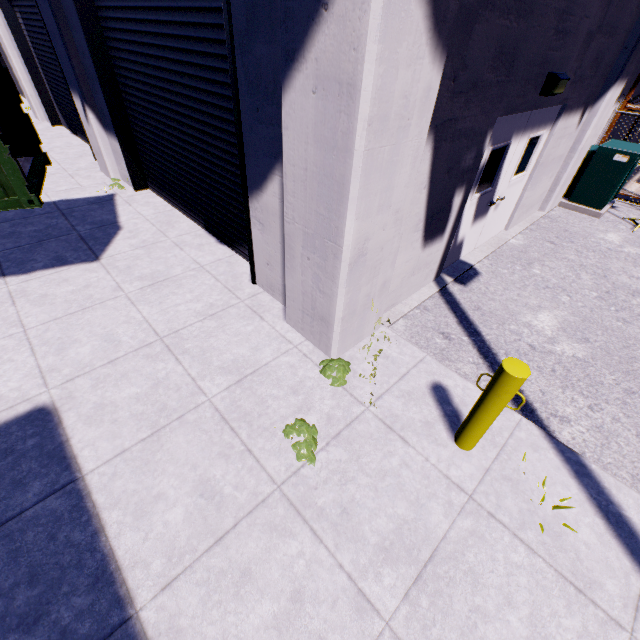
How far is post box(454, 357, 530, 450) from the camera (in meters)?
2.54

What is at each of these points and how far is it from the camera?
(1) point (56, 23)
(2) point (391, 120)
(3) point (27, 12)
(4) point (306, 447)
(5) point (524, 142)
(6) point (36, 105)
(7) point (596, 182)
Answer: (1) building, 6.29m
(2) building, 2.54m
(3) roll-up door, 9.11m
(4) tree, 3.12m
(5) door, 5.57m
(6) building, 12.09m
(7) electrical box, 8.32m

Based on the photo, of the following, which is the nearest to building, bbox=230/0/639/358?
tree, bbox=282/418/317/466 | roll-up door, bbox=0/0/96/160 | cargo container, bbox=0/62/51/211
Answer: roll-up door, bbox=0/0/96/160

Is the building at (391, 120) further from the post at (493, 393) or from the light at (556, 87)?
the post at (493, 393)

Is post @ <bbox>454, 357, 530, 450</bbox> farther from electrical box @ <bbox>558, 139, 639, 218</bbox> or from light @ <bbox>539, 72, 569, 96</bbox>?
electrical box @ <bbox>558, 139, 639, 218</bbox>

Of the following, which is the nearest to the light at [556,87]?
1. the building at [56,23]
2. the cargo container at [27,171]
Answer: the building at [56,23]

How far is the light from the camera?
4.6 meters

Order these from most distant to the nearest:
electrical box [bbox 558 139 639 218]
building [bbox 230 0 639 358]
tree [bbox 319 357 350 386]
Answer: electrical box [bbox 558 139 639 218] < tree [bbox 319 357 350 386] < building [bbox 230 0 639 358]
